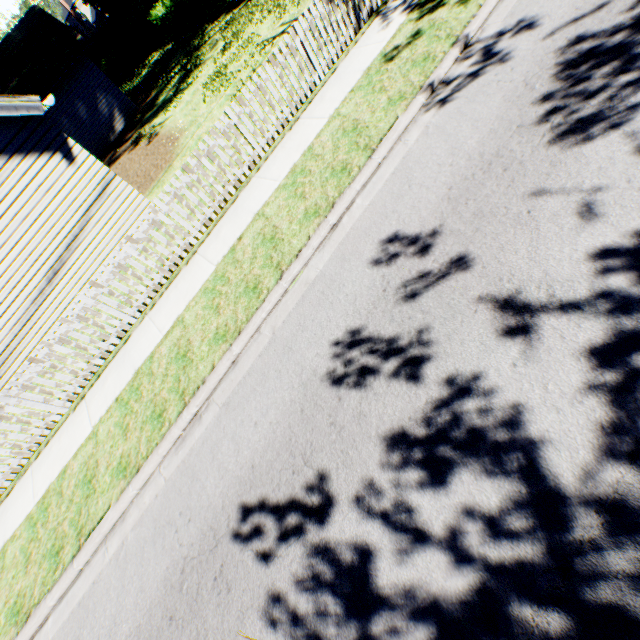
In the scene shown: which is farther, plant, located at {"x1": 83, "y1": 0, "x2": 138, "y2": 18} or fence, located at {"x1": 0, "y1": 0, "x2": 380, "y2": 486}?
plant, located at {"x1": 83, "y1": 0, "x2": 138, "y2": 18}

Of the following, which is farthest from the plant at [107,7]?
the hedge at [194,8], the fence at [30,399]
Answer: the fence at [30,399]

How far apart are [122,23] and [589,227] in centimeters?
4414cm

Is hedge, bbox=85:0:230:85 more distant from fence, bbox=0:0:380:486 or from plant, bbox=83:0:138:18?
fence, bbox=0:0:380:486

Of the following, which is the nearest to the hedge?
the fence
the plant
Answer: the plant

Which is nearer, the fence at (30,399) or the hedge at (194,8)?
the fence at (30,399)

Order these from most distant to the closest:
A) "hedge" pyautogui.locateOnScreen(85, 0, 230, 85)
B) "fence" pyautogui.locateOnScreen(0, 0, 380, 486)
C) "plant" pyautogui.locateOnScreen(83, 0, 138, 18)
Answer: "plant" pyautogui.locateOnScreen(83, 0, 138, 18) < "hedge" pyautogui.locateOnScreen(85, 0, 230, 85) < "fence" pyautogui.locateOnScreen(0, 0, 380, 486)
